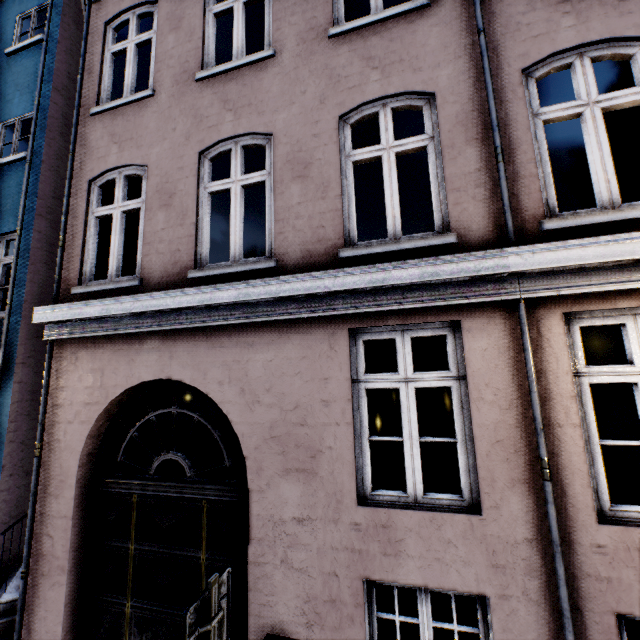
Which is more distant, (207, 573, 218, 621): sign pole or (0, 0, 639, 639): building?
(0, 0, 639, 639): building

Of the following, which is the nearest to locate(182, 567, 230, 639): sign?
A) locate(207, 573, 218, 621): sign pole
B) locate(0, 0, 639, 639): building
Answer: locate(207, 573, 218, 621): sign pole

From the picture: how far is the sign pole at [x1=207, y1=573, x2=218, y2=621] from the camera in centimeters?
214cm

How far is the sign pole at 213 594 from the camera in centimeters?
214cm

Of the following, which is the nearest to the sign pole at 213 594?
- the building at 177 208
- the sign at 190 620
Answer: the sign at 190 620

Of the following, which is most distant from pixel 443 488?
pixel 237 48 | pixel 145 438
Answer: pixel 237 48

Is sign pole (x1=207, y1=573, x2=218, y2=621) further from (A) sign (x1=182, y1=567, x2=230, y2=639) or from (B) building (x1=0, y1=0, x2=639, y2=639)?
(B) building (x1=0, y1=0, x2=639, y2=639)
